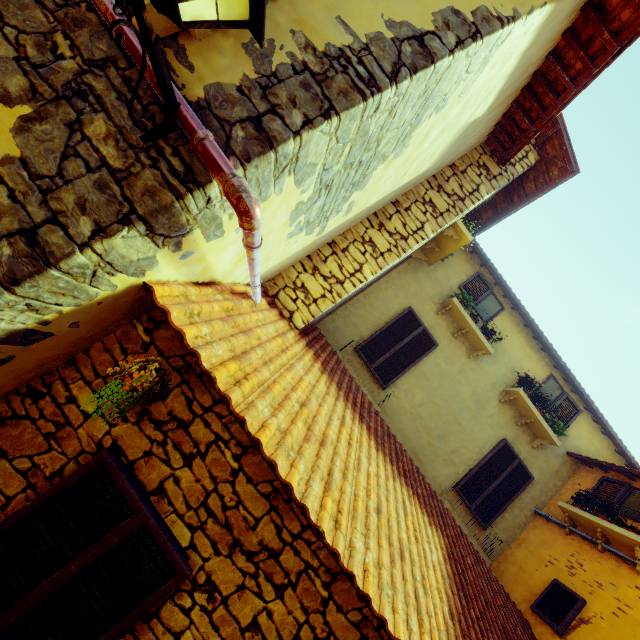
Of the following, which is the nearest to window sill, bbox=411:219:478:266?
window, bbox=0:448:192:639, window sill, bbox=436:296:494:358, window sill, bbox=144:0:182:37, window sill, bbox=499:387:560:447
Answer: window sill, bbox=436:296:494:358

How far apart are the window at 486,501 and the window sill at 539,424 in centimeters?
46cm

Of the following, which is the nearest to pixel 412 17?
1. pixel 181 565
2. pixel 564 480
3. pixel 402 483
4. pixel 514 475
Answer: pixel 181 565

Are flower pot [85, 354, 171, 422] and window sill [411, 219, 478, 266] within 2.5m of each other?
no

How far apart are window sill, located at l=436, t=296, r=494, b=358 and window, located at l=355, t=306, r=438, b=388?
0.5 meters

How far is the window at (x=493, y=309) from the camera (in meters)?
7.72

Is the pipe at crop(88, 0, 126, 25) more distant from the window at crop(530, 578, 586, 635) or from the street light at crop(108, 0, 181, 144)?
the window at crop(530, 578, 586, 635)

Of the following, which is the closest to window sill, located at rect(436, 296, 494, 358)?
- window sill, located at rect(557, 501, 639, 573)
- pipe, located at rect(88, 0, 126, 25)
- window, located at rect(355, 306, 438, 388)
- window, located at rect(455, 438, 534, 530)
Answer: window, located at rect(355, 306, 438, 388)
